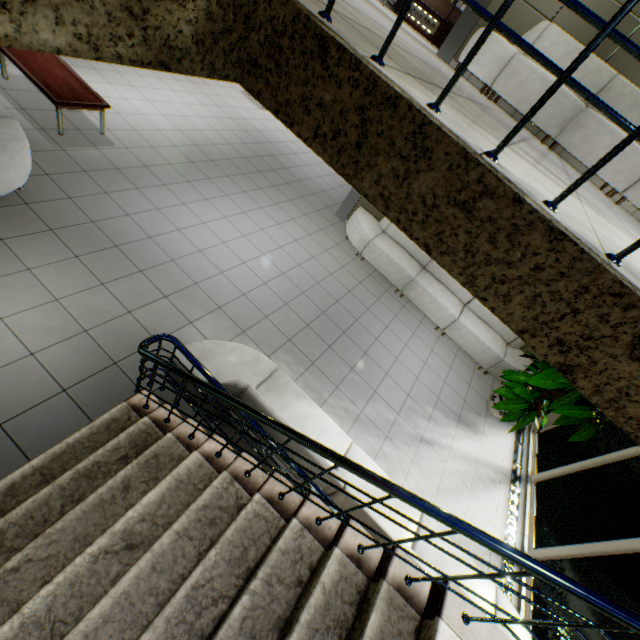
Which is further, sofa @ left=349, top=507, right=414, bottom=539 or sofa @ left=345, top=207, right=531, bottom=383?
sofa @ left=345, top=207, right=531, bottom=383

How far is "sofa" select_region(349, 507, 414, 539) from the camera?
2.66m

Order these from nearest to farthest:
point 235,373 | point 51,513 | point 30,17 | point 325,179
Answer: point 30,17, point 51,513, point 235,373, point 325,179

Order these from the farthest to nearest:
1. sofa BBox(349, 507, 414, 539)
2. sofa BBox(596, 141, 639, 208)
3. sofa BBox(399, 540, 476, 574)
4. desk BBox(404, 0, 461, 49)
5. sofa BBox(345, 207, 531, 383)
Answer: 1. desk BBox(404, 0, 461, 49)
2. sofa BBox(345, 207, 531, 383)
3. sofa BBox(596, 141, 639, 208)
4. sofa BBox(399, 540, 476, 574)
5. sofa BBox(349, 507, 414, 539)

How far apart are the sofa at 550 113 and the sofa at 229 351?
5.03m

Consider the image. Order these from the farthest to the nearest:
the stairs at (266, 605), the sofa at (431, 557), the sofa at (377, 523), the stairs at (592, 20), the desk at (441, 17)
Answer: the desk at (441, 17) < the sofa at (431, 557) < the sofa at (377, 523) < the stairs at (266, 605) < the stairs at (592, 20)

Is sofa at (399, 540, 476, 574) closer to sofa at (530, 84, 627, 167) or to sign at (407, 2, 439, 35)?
sofa at (530, 84, 627, 167)

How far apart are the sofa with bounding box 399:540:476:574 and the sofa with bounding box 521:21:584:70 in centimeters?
503cm
